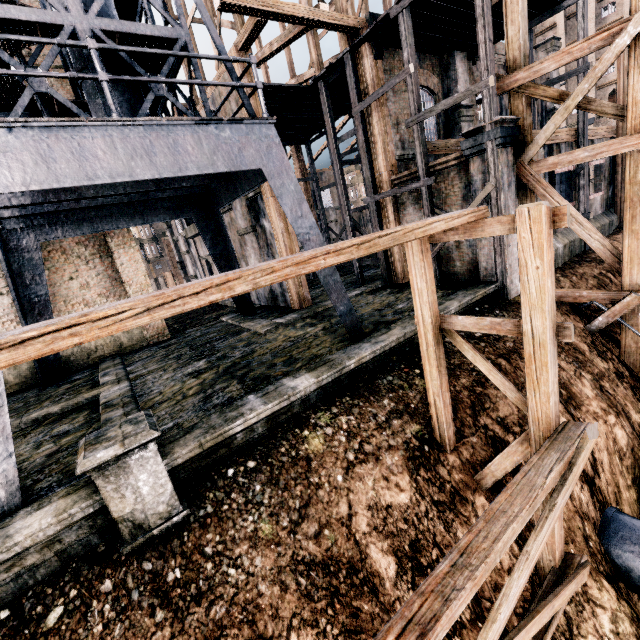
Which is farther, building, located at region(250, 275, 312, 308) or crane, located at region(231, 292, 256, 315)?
crane, located at region(231, 292, 256, 315)

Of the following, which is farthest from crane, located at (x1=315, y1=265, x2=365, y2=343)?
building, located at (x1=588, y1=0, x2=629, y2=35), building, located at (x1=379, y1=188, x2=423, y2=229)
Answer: building, located at (x1=588, y1=0, x2=629, y2=35)

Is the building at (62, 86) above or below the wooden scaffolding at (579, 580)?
above

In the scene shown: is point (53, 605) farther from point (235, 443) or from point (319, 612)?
point (319, 612)

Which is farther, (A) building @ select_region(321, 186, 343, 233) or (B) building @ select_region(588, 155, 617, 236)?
(A) building @ select_region(321, 186, 343, 233)

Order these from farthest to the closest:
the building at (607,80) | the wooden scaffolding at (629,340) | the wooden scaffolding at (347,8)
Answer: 1. the building at (607,80)
2. the wooden scaffolding at (347,8)
3. the wooden scaffolding at (629,340)

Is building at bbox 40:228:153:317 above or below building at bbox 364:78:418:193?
below

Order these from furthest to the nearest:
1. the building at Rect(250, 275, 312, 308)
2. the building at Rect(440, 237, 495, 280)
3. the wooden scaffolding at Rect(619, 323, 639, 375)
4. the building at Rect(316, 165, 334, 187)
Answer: the building at Rect(316, 165, 334, 187) < the building at Rect(250, 275, 312, 308) < the building at Rect(440, 237, 495, 280) < the wooden scaffolding at Rect(619, 323, 639, 375)
